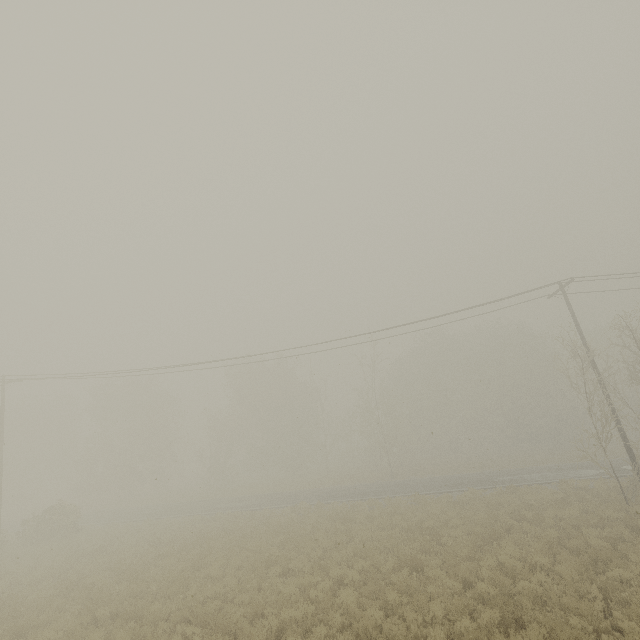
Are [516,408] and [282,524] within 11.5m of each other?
no
